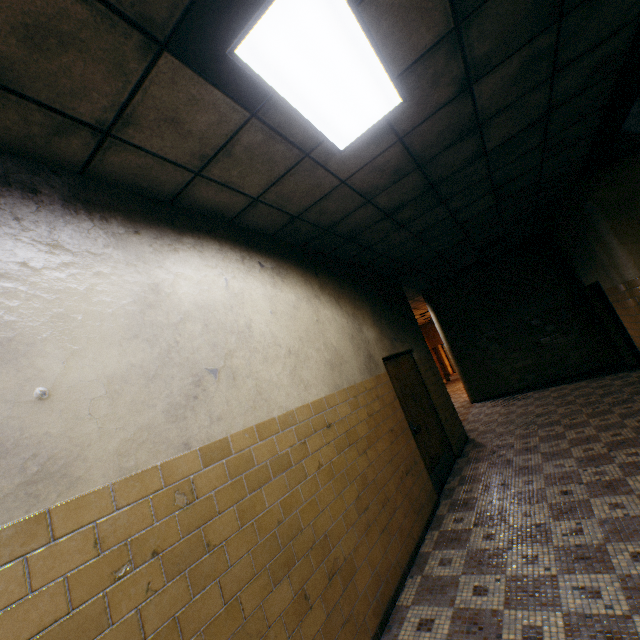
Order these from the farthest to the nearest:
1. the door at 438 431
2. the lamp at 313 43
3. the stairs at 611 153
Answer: the door at 438 431, the stairs at 611 153, the lamp at 313 43

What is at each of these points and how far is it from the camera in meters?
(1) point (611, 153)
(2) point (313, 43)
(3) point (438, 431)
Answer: (1) stairs, 5.5 m
(2) lamp, 1.9 m
(3) door, 5.9 m

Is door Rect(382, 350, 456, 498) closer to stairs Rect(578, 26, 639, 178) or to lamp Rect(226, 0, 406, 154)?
lamp Rect(226, 0, 406, 154)

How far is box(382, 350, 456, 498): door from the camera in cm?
504

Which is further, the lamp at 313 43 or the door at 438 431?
the door at 438 431

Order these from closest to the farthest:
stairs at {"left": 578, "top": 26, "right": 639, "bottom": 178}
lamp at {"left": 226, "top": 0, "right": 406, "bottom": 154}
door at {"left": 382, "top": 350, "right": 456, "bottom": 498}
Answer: lamp at {"left": 226, "top": 0, "right": 406, "bottom": 154} → stairs at {"left": 578, "top": 26, "right": 639, "bottom": 178} → door at {"left": 382, "top": 350, "right": 456, "bottom": 498}
